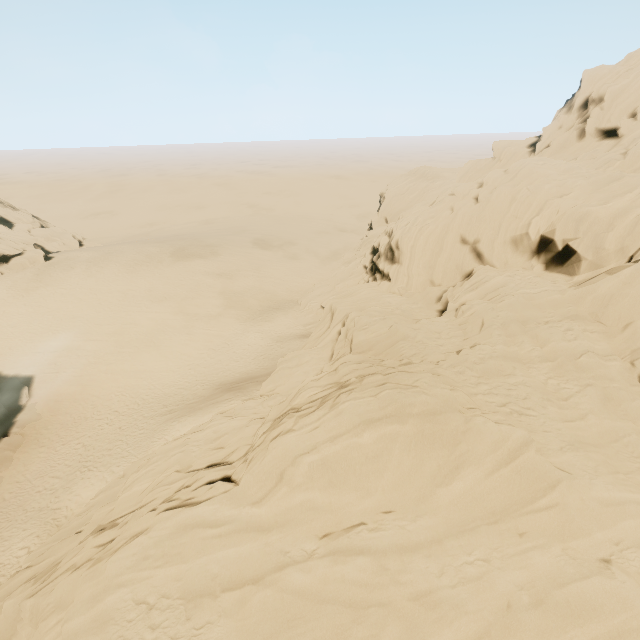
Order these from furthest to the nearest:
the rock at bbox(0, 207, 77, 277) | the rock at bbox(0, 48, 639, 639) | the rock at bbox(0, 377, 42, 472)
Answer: the rock at bbox(0, 207, 77, 277) → the rock at bbox(0, 377, 42, 472) → the rock at bbox(0, 48, 639, 639)

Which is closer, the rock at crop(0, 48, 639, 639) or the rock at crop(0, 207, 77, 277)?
the rock at crop(0, 48, 639, 639)

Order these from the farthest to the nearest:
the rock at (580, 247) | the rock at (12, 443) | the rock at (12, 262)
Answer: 1. the rock at (12, 262)
2. the rock at (12, 443)
3. the rock at (580, 247)

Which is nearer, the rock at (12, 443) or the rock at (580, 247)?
the rock at (580, 247)

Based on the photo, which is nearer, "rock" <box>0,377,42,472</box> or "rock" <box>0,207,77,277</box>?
"rock" <box>0,377,42,472</box>

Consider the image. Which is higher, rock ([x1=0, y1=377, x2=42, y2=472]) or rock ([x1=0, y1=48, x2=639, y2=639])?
rock ([x1=0, y1=48, x2=639, y2=639])

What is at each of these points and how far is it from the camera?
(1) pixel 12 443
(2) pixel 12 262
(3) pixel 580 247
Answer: (1) rock, 25.0m
(2) rock, 42.0m
(3) rock, 19.1m
